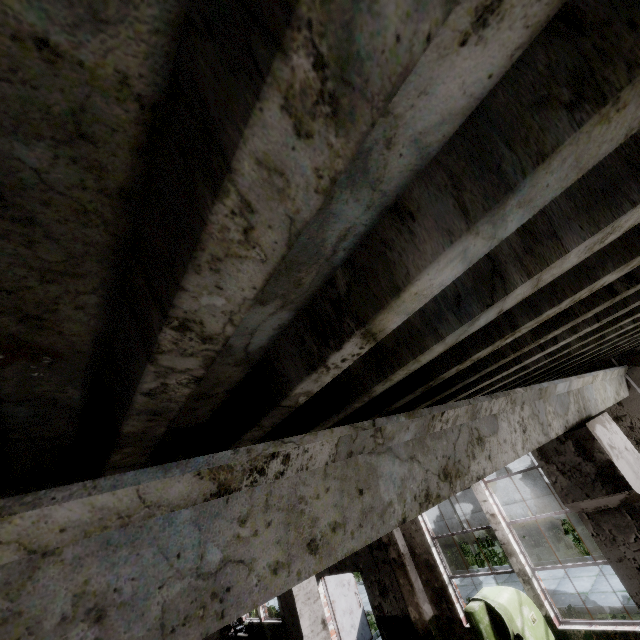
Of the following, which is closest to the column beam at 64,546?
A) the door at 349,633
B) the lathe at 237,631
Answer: the door at 349,633

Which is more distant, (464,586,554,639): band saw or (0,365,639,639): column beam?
(464,586,554,639): band saw

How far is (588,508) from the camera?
2.78m

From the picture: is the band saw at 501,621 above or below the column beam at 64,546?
below

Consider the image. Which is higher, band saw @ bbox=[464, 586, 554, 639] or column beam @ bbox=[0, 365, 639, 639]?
column beam @ bbox=[0, 365, 639, 639]

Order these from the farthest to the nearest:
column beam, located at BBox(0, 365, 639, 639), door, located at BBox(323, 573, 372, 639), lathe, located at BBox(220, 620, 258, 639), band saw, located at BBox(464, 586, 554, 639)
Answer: lathe, located at BBox(220, 620, 258, 639) < door, located at BBox(323, 573, 372, 639) < band saw, located at BBox(464, 586, 554, 639) < column beam, located at BBox(0, 365, 639, 639)

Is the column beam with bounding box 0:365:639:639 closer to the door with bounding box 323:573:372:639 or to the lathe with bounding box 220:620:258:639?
the door with bounding box 323:573:372:639
